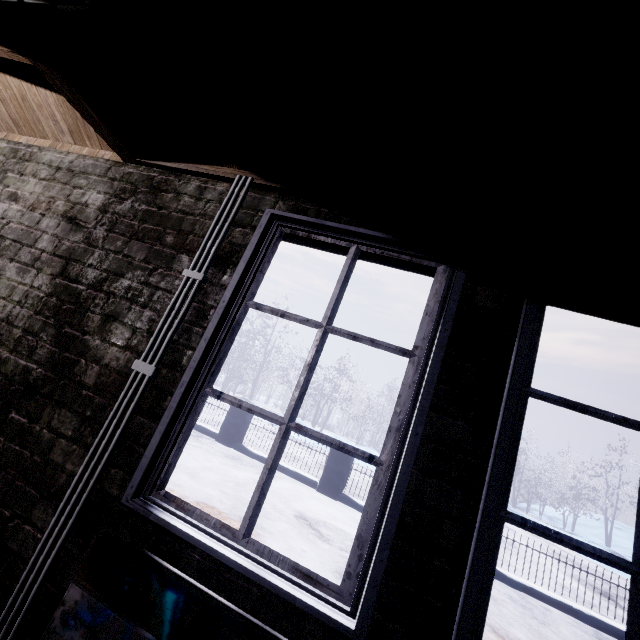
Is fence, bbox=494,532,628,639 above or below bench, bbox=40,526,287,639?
below

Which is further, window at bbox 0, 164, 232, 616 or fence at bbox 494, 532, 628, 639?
fence at bbox 494, 532, 628, 639

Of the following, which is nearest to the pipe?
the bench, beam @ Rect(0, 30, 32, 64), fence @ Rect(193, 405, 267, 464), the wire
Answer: beam @ Rect(0, 30, 32, 64)

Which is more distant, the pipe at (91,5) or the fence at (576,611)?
the fence at (576,611)

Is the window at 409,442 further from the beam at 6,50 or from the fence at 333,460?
the fence at 333,460

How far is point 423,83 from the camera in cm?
112

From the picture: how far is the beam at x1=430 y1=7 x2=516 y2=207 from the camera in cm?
80

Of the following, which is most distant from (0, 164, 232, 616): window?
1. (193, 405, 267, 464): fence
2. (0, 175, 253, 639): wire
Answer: (193, 405, 267, 464): fence
